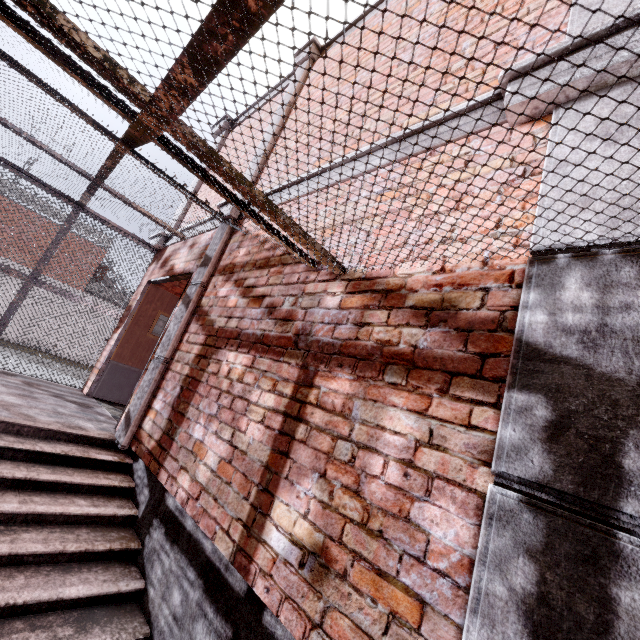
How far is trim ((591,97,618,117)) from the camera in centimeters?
153cm

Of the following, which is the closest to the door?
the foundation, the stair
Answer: the stair

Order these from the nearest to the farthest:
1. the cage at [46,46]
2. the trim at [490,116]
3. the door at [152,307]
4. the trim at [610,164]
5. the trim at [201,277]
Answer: the cage at [46,46], the trim at [610,164], the trim at [490,116], the trim at [201,277], the door at [152,307]

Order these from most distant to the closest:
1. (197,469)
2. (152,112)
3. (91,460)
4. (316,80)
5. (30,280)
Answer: (30,280) < (316,80) < (91,460) < (197,469) < (152,112)

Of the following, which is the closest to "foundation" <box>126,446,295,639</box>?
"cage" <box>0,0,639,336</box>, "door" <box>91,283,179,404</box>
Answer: "cage" <box>0,0,639,336</box>

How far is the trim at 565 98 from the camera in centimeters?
165cm

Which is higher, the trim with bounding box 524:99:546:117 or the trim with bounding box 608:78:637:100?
the trim with bounding box 524:99:546:117

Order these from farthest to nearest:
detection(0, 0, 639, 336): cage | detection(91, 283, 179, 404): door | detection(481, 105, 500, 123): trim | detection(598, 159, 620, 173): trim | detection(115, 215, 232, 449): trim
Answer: detection(91, 283, 179, 404): door → detection(115, 215, 232, 449): trim → detection(481, 105, 500, 123): trim → detection(598, 159, 620, 173): trim → detection(0, 0, 639, 336): cage
